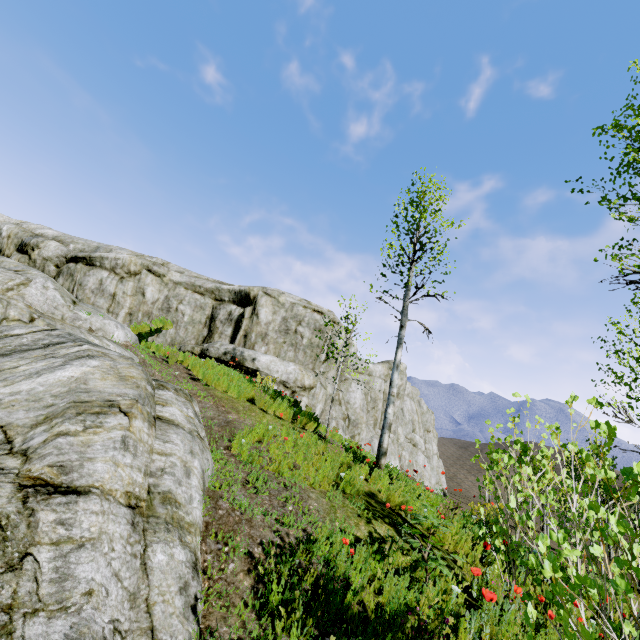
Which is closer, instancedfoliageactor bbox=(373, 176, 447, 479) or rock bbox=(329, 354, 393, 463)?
instancedfoliageactor bbox=(373, 176, 447, 479)

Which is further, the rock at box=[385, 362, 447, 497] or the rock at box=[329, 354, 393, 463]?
the rock at box=[385, 362, 447, 497]

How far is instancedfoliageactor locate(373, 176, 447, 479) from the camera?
8.0 meters

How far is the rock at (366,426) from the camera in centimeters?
1723cm

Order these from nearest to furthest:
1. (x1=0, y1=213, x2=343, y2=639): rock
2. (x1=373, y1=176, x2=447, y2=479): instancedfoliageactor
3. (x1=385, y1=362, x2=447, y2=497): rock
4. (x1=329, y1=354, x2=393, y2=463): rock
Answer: (x1=0, y1=213, x2=343, y2=639): rock → (x1=373, y1=176, x2=447, y2=479): instancedfoliageactor → (x1=329, y1=354, x2=393, y2=463): rock → (x1=385, y1=362, x2=447, y2=497): rock

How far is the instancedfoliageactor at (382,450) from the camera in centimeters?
803cm

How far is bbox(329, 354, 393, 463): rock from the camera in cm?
1723

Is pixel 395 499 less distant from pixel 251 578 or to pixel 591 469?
pixel 251 578
